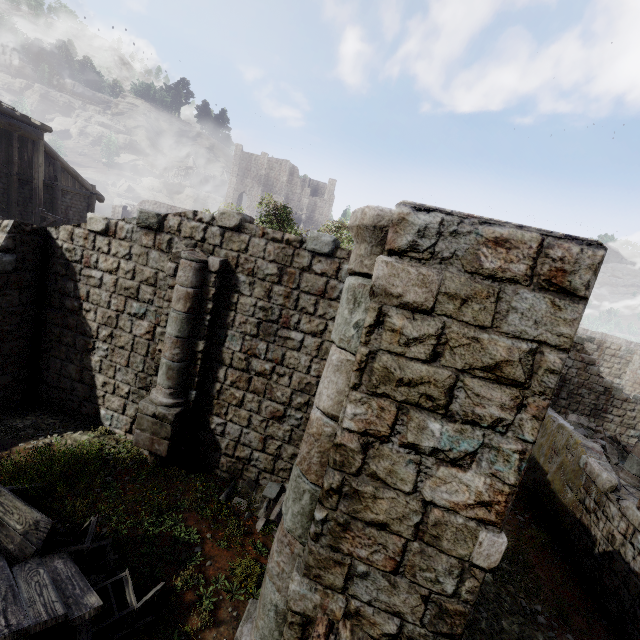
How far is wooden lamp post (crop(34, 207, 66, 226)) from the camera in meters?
15.7 m

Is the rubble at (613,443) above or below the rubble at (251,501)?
above

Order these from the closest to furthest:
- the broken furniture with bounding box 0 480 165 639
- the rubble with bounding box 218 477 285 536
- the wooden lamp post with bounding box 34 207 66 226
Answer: the broken furniture with bounding box 0 480 165 639
the rubble with bounding box 218 477 285 536
the wooden lamp post with bounding box 34 207 66 226

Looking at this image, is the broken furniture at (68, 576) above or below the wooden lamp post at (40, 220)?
below

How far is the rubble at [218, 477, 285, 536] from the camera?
7.43m

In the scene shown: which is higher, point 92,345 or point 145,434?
point 92,345

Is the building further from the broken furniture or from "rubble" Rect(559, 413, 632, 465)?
the broken furniture

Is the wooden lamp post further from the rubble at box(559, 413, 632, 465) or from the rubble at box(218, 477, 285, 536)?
the rubble at box(559, 413, 632, 465)
